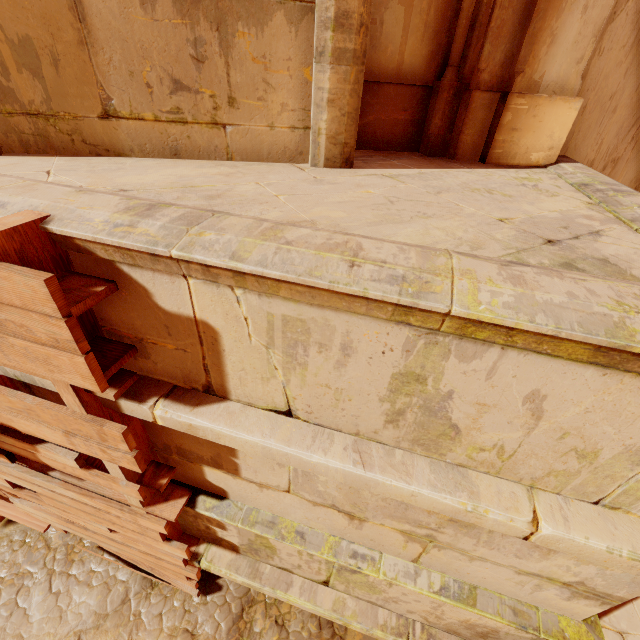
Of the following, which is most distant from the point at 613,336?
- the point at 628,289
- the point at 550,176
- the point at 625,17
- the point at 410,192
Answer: the point at 625,17

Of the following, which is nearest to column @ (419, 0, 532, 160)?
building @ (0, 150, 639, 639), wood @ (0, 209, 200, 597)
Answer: building @ (0, 150, 639, 639)

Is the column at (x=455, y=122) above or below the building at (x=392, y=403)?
above

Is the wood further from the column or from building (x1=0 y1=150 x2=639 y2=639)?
the column

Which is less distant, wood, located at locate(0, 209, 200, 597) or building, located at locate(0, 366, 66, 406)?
wood, located at locate(0, 209, 200, 597)

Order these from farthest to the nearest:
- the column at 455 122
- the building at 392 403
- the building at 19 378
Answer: the column at 455 122 → the building at 19 378 → the building at 392 403

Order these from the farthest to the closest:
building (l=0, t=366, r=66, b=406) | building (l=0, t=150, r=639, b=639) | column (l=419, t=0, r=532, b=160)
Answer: column (l=419, t=0, r=532, b=160), building (l=0, t=366, r=66, b=406), building (l=0, t=150, r=639, b=639)
